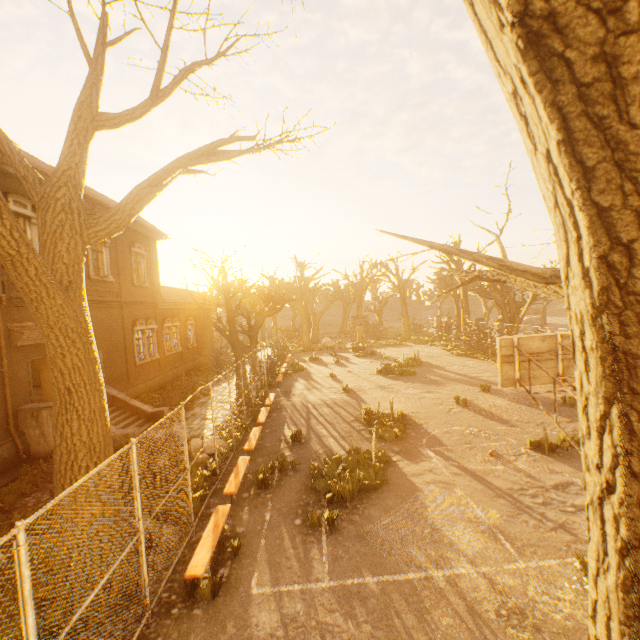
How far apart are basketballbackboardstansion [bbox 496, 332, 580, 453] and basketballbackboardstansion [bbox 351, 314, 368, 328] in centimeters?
2405cm

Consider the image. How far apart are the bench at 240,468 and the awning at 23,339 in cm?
925

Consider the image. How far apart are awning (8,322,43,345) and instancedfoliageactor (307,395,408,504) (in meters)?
12.11

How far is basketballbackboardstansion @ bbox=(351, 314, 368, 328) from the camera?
32.4 meters

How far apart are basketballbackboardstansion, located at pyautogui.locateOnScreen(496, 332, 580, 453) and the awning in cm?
1535

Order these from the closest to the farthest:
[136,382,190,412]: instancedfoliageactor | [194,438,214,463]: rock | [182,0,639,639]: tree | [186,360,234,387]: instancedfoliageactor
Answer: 1. [182,0,639,639]: tree
2. [194,438,214,463]: rock
3. [136,382,190,412]: instancedfoliageactor
4. [186,360,234,387]: instancedfoliageactor

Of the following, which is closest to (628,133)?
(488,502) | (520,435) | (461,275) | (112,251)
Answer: (461,275)

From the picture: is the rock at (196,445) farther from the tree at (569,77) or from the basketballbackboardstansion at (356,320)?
the basketballbackboardstansion at (356,320)
